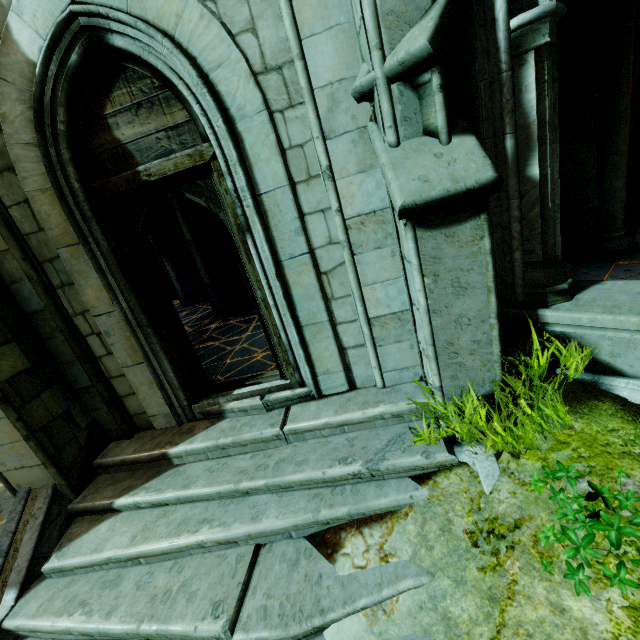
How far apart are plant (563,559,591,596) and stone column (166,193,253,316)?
6.89m

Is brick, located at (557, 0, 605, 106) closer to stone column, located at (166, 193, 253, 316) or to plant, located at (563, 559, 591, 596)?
plant, located at (563, 559, 591, 596)

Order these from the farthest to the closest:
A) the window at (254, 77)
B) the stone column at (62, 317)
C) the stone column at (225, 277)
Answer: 1. the stone column at (225, 277)
2. the stone column at (62, 317)
3. the window at (254, 77)

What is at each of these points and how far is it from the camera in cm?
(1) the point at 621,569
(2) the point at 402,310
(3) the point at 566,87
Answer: (1) plant, 175
(2) stone column, 328
(3) brick, 421

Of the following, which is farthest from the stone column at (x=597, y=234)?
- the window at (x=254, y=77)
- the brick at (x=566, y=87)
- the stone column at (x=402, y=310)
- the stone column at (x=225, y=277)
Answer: the stone column at (x=225, y=277)

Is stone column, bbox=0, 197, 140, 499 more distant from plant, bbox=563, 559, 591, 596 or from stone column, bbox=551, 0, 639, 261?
stone column, bbox=551, 0, 639, 261

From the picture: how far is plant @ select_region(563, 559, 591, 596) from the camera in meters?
1.8

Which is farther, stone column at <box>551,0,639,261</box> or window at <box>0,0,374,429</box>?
stone column at <box>551,0,639,261</box>
